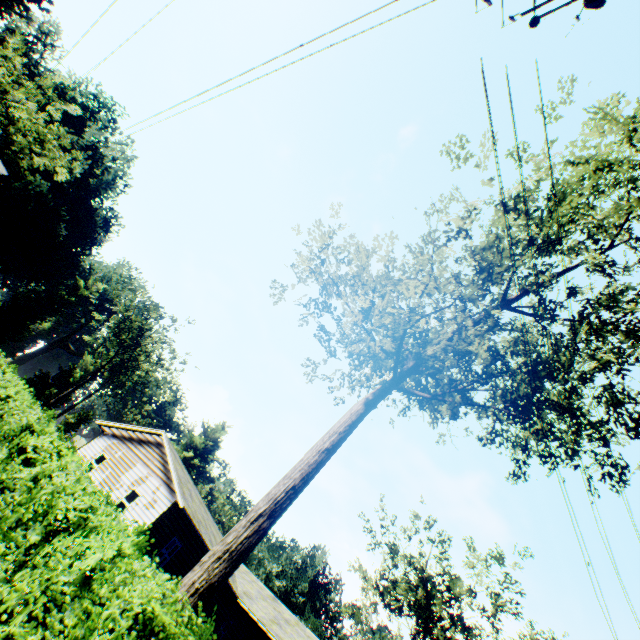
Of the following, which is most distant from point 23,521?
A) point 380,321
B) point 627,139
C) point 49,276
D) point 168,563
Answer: point 49,276

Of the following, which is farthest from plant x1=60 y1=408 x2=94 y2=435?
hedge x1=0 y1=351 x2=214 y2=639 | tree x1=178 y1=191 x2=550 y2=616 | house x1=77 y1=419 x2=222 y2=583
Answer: hedge x1=0 y1=351 x2=214 y2=639

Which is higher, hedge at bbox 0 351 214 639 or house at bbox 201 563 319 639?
house at bbox 201 563 319 639

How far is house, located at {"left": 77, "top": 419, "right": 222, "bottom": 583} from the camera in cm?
1750

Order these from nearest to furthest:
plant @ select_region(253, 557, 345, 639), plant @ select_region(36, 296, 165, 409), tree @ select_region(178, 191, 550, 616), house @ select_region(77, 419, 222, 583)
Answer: tree @ select_region(178, 191, 550, 616) < house @ select_region(77, 419, 222, 583) < plant @ select_region(36, 296, 165, 409) < plant @ select_region(253, 557, 345, 639)

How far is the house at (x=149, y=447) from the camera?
17.5 meters

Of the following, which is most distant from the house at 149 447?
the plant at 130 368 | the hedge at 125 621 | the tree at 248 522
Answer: the plant at 130 368
